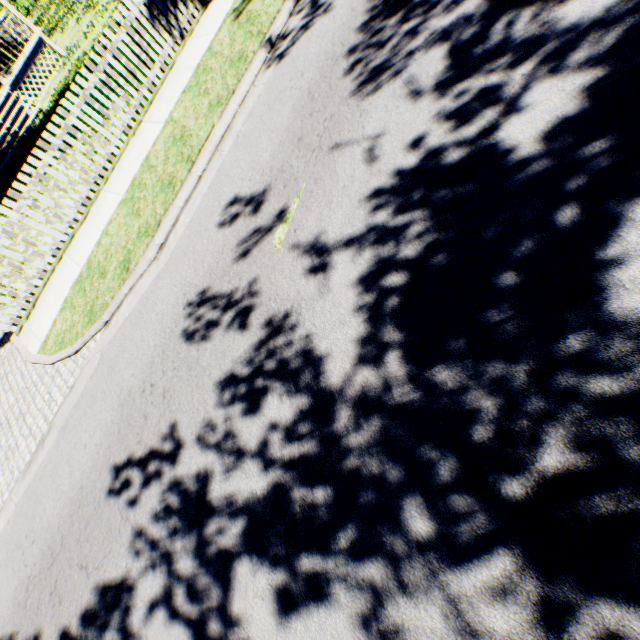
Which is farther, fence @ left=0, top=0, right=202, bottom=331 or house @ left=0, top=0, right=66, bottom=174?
house @ left=0, top=0, right=66, bottom=174

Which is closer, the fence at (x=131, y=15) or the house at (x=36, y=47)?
the fence at (x=131, y=15)

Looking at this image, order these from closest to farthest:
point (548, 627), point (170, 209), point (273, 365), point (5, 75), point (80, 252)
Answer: point (548, 627), point (273, 365), point (170, 209), point (80, 252), point (5, 75)
